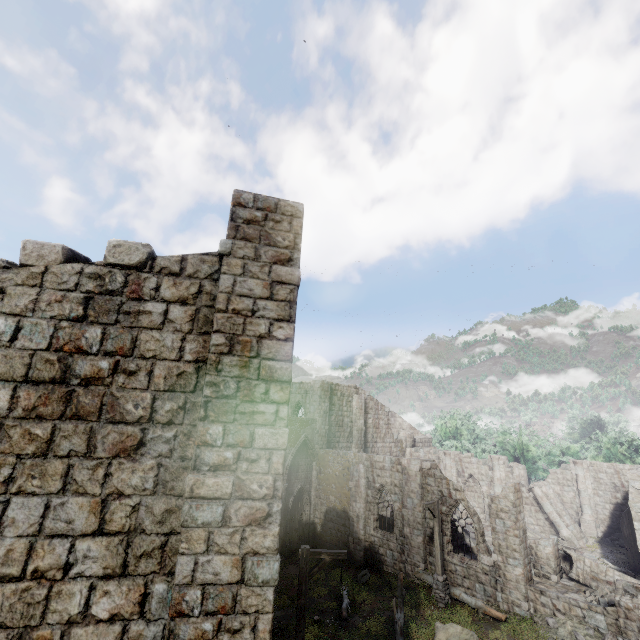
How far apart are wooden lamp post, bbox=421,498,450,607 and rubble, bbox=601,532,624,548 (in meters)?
18.19

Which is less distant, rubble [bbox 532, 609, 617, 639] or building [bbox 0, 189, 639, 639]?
building [bbox 0, 189, 639, 639]

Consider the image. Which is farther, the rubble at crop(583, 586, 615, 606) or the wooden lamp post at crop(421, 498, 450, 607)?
the wooden lamp post at crop(421, 498, 450, 607)

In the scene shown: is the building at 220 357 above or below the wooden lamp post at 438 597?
above

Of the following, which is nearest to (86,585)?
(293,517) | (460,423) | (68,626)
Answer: (68,626)

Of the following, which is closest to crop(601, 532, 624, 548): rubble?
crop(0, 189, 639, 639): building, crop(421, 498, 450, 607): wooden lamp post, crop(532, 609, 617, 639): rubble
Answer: crop(0, 189, 639, 639): building

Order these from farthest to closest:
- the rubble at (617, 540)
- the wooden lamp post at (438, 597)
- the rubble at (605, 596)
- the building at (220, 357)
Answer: the rubble at (617, 540)
the wooden lamp post at (438, 597)
the rubble at (605, 596)
the building at (220, 357)

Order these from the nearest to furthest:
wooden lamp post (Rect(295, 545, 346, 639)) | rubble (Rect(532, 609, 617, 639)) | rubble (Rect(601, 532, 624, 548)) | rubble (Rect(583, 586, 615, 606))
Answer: wooden lamp post (Rect(295, 545, 346, 639))
rubble (Rect(532, 609, 617, 639))
rubble (Rect(583, 586, 615, 606))
rubble (Rect(601, 532, 624, 548))
